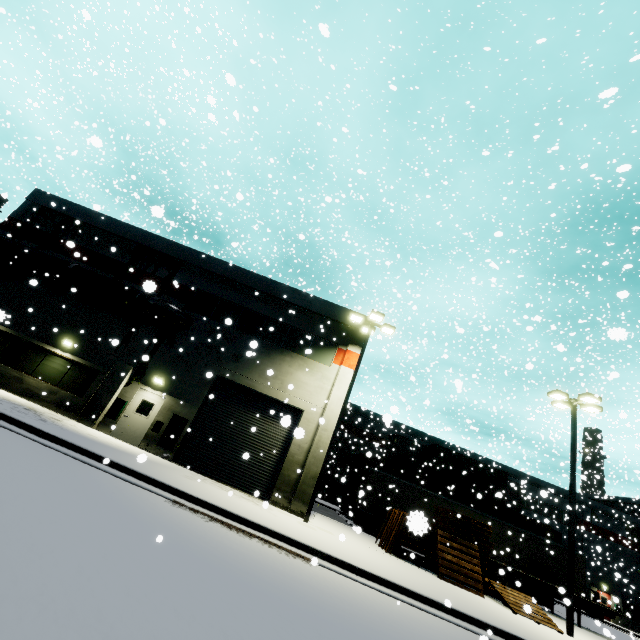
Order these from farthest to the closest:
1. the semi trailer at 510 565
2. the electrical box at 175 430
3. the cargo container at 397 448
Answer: the cargo container at 397 448
the semi trailer at 510 565
the electrical box at 175 430

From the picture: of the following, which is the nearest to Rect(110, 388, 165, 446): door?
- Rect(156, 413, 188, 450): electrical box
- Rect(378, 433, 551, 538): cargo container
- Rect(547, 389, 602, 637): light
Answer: Rect(156, 413, 188, 450): electrical box

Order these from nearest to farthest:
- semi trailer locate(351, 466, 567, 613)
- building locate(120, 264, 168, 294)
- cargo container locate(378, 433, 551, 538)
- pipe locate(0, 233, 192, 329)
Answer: building locate(120, 264, 168, 294) → pipe locate(0, 233, 192, 329) → semi trailer locate(351, 466, 567, 613) → cargo container locate(378, 433, 551, 538)

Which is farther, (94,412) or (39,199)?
(39,199)

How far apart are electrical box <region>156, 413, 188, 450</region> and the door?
0.8m

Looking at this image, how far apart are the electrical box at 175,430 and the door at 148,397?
0.82m

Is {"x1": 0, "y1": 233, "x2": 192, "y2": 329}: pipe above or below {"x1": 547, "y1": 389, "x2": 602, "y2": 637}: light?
below

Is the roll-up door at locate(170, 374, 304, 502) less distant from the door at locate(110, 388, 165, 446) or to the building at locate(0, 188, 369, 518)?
the building at locate(0, 188, 369, 518)
